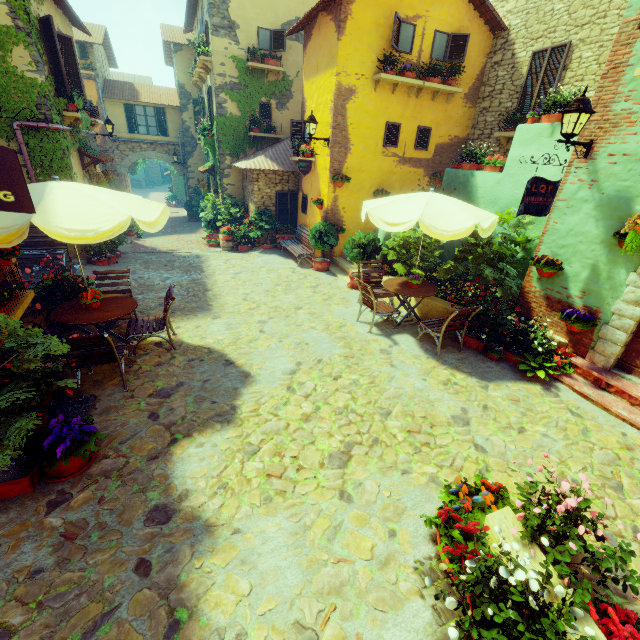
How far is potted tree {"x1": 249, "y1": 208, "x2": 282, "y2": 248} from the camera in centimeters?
1274cm

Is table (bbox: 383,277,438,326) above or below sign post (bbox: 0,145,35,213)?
below

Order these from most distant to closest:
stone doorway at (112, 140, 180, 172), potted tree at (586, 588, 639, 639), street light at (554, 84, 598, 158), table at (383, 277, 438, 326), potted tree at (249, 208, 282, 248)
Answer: stone doorway at (112, 140, 180, 172), potted tree at (249, 208, 282, 248), table at (383, 277, 438, 326), street light at (554, 84, 598, 158), potted tree at (586, 588, 639, 639)

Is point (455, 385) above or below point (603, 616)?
below

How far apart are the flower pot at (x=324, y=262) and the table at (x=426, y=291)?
3.6 meters

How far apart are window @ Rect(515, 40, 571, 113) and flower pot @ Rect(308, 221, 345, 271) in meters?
6.6

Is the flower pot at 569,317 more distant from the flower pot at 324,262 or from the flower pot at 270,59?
the flower pot at 270,59

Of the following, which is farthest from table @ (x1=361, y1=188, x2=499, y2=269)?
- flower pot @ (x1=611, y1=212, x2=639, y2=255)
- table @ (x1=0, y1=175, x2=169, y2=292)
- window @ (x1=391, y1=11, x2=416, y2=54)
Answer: table @ (x1=0, y1=175, x2=169, y2=292)
